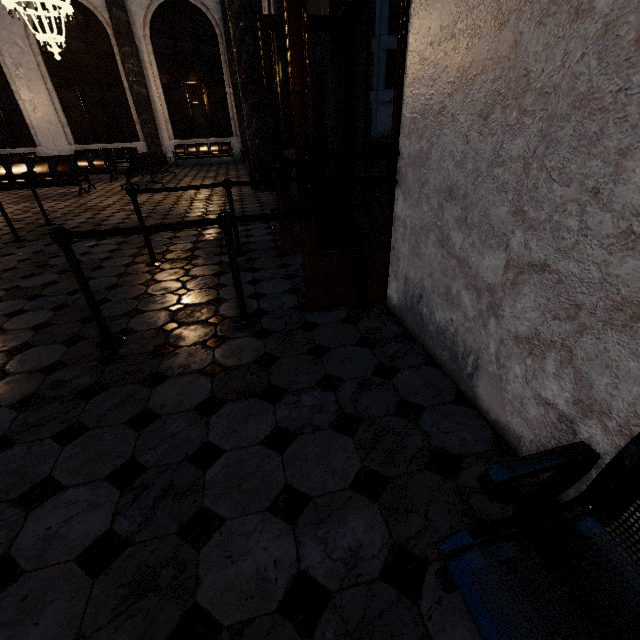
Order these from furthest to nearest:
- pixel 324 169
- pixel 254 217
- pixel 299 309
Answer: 1. pixel 324 169
2. pixel 299 309
3. pixel 254 217
